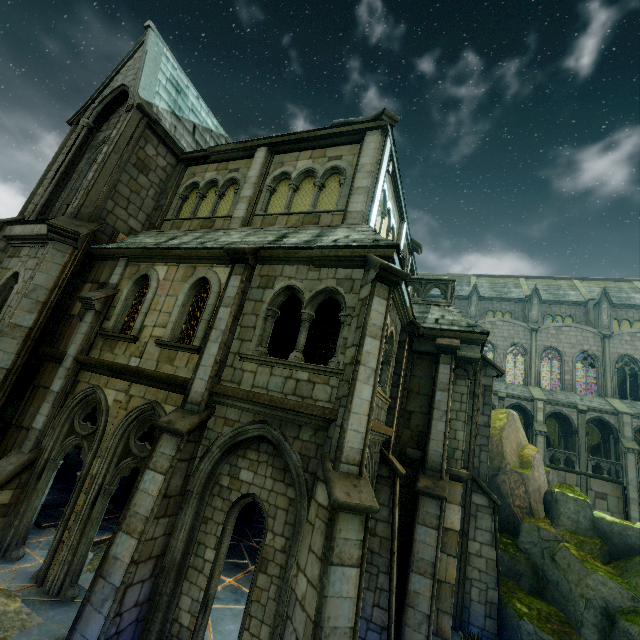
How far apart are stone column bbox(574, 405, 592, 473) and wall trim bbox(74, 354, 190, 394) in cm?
3227

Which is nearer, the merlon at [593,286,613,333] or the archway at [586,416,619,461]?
the archway at [586,416,619,461]

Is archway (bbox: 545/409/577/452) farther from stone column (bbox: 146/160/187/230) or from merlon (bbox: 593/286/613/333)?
stone column (bbox: 146/160/187/230)

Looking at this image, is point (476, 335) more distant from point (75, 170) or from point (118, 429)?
point (75, 170)

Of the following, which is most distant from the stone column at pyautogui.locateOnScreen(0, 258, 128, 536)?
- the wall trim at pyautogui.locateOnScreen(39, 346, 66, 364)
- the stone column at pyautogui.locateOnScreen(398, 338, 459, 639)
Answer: the stone column at pyautogui.locateOnScreen(398, 338, 459, 639)

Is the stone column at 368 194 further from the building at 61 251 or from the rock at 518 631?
the rock at 518 631

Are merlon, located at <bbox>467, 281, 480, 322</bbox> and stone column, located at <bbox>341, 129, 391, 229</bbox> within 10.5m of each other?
no

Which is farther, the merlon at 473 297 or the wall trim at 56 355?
the merlon at 473 297
